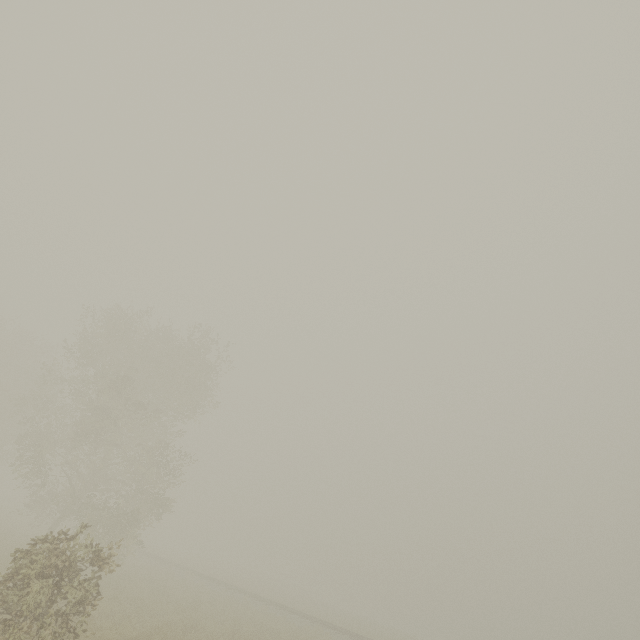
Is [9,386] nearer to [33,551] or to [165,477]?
[165,477]
